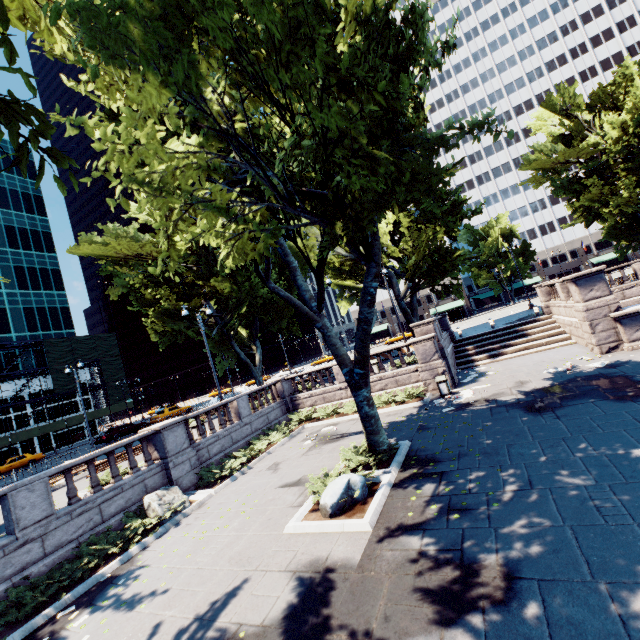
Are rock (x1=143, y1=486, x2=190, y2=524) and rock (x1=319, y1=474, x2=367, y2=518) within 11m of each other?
yes

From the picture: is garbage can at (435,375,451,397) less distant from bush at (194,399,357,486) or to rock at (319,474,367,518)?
bush at (194,399,357,486)

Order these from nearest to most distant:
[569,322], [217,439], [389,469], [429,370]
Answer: [389,469], [217,439], [429,370], [569,322]

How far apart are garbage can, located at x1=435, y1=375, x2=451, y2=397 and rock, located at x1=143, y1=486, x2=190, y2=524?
12.32m

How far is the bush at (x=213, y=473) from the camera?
14.04m

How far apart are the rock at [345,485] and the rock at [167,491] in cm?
615

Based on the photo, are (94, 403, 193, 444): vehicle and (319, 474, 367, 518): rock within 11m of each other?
no

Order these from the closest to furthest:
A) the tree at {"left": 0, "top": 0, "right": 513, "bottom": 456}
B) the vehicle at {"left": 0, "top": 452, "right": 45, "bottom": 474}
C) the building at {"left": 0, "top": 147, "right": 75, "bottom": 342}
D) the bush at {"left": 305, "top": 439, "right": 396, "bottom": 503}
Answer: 1. the tree at {"left": 0, "top": 0, "right": 513, "bottom": 456}
2. the bush at {"left": 305, "top": 439, "right": 396, "bottom": 503}
3. the vehicle at {"left": 0, "top": 452, "right": 45, "bottom": 474}
4. the building at {"left": 0, "top": 147, "right": 75, "bottom": 342}
